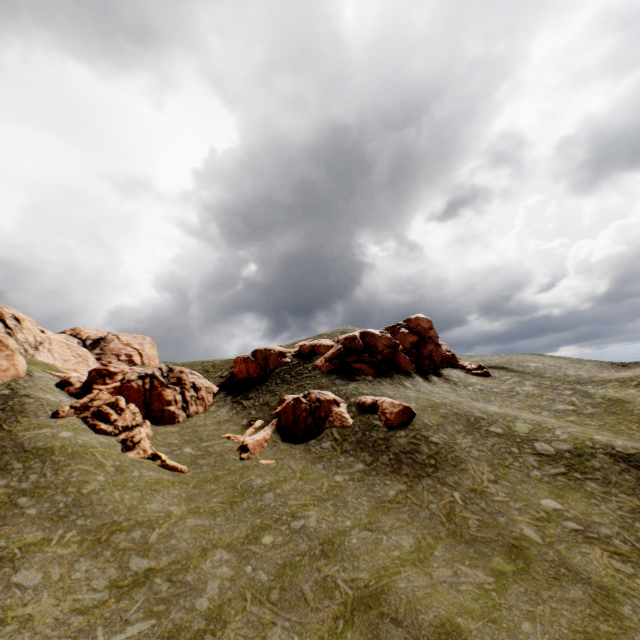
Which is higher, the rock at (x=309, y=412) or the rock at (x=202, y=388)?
the rock at (x=202, y=388)

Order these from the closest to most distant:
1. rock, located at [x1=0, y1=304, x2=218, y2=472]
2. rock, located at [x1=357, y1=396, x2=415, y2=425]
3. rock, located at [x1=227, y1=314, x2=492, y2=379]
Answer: rock, located at [x1=0, y1=304, x2=218, y2=472] < rock, located at [x1=357, y1=396, x2=415, y2=425] < rock, located at [x1=227, y1=314, x2=492, y2=379]

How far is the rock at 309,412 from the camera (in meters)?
26.19

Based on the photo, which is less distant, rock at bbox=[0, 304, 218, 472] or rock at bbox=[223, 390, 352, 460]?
rock at bbox=[0, 304, 218, 472]

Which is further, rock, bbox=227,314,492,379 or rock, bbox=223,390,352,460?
rock, bbox=227,314,492,379

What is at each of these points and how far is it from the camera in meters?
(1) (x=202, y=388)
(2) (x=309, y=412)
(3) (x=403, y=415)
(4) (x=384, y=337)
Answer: (1) rock, 35.9 m
(2) rock, 28.4 m
(3) rock, 26.2 m
(4) rock, 37.6 m
